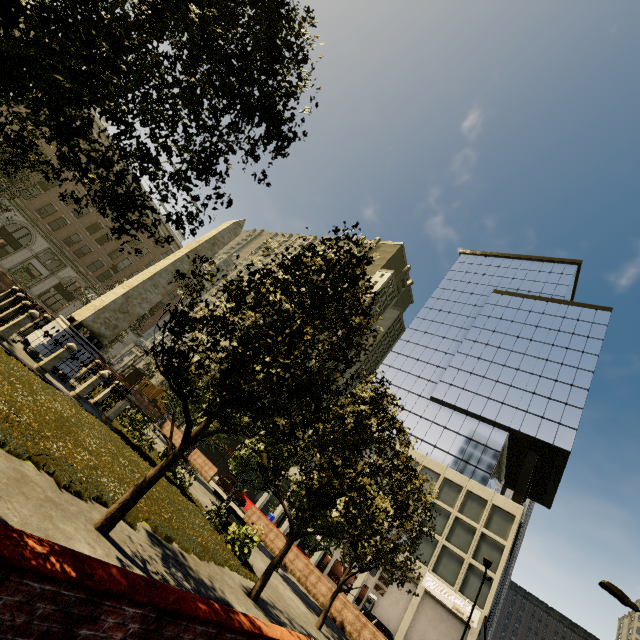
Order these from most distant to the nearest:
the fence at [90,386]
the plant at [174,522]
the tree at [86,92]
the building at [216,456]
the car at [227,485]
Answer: the building at [216,456]
the car at [227,485]
the fence at [90,386]
the plant at [174,522]
the tree at [86,92]

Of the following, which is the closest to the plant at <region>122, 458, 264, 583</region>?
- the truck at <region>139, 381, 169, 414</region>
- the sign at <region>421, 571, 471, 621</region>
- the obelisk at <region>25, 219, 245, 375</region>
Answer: the obelisk at <region>25, 219, 245, 375</region>

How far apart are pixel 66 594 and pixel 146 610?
0.6 meters

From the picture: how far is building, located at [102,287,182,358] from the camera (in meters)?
47.53

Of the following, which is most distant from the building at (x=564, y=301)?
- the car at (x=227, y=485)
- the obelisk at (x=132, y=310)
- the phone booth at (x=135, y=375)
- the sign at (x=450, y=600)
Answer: the obelisk at (x=132, y=310)

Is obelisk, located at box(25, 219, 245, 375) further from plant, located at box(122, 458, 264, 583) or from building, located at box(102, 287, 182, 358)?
building, located at box(102, 287, 182, 358)

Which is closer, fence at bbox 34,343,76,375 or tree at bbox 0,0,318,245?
tree at bbox 0,0,318,245

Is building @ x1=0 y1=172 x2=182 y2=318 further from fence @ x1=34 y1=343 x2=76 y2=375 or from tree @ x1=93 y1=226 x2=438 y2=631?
fence @ x1=34 y1=343 x2=76 y2=375
